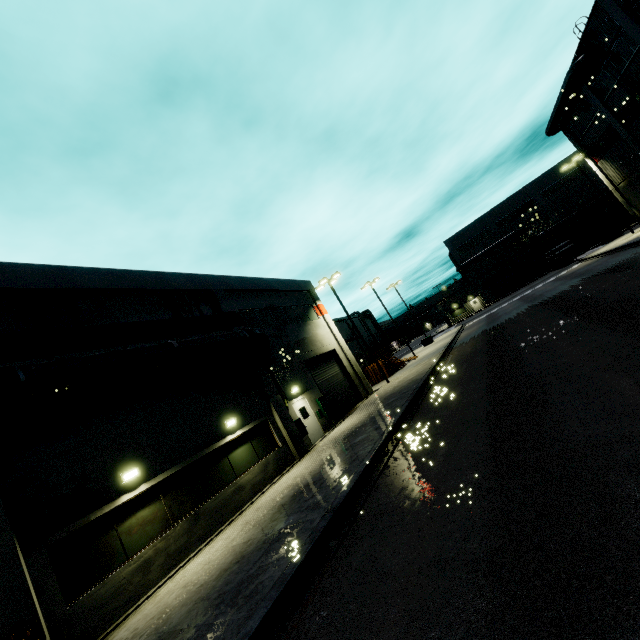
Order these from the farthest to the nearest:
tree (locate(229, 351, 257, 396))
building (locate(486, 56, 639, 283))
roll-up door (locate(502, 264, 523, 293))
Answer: roll-up door (locate(502, 264, 523, 293)) → building (locate(486, 56, 639, 283)) → tree (locate(229, 351, 257, 396))

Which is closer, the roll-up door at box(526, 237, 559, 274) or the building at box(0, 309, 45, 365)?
the building at box(0, 309, 45, 365)

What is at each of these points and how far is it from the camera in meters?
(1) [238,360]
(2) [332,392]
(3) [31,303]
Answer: (1) tree, 16.4 m
(2) roll-up door, 22.4 m
(3) tree, 10.5 m

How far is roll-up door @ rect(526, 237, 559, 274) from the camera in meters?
56.1

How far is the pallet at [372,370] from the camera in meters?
30.1

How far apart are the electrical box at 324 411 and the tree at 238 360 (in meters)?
4.59

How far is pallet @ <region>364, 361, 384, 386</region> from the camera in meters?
30.1 m

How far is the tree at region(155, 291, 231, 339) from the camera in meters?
14.7
